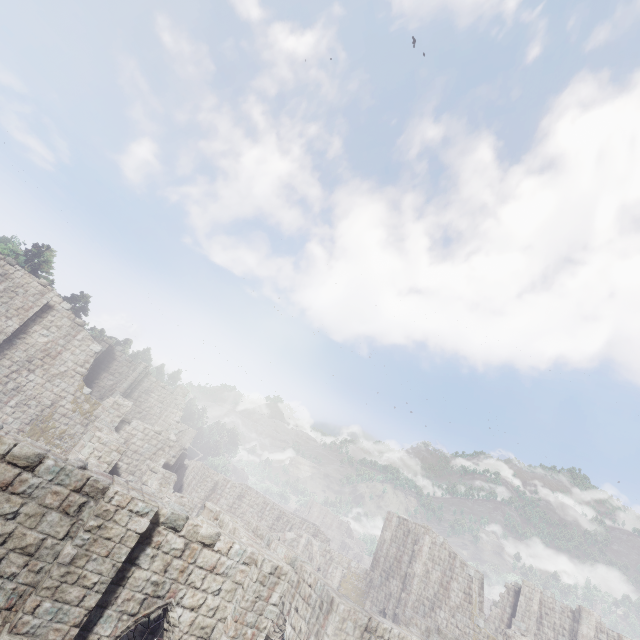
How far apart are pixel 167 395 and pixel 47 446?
13.42m
